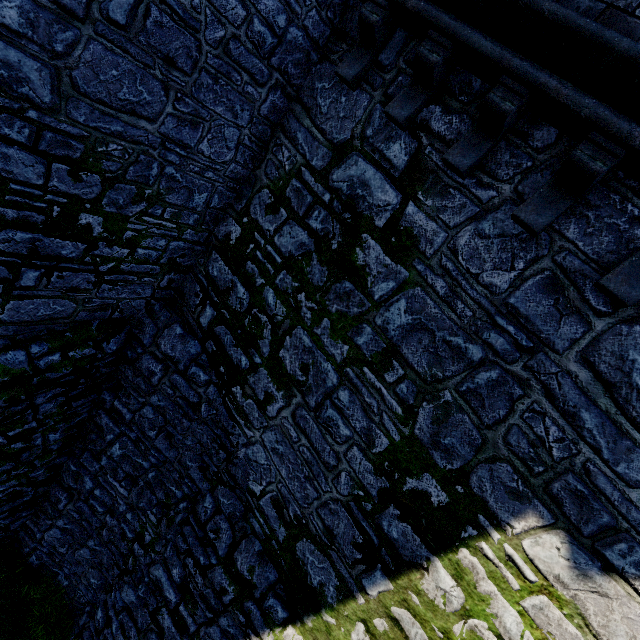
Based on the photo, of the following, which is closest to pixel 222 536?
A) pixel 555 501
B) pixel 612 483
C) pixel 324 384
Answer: pixel 324 384
